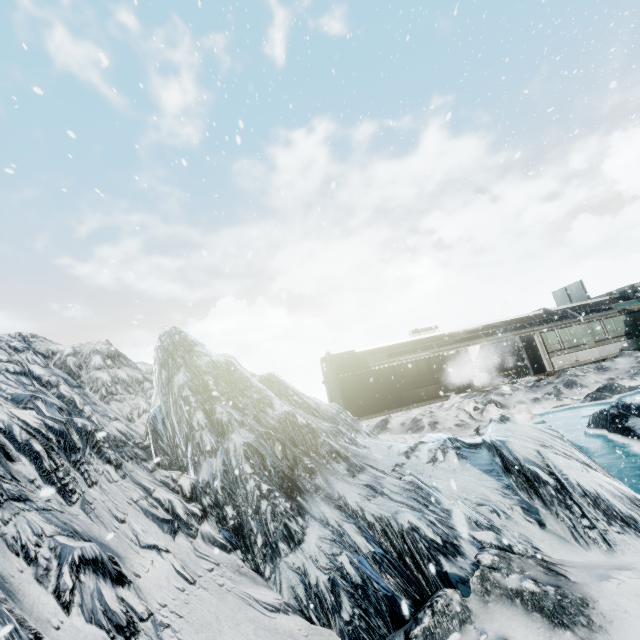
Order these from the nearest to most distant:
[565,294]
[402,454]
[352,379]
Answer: [402,454] → [352,379] → [565,294]
